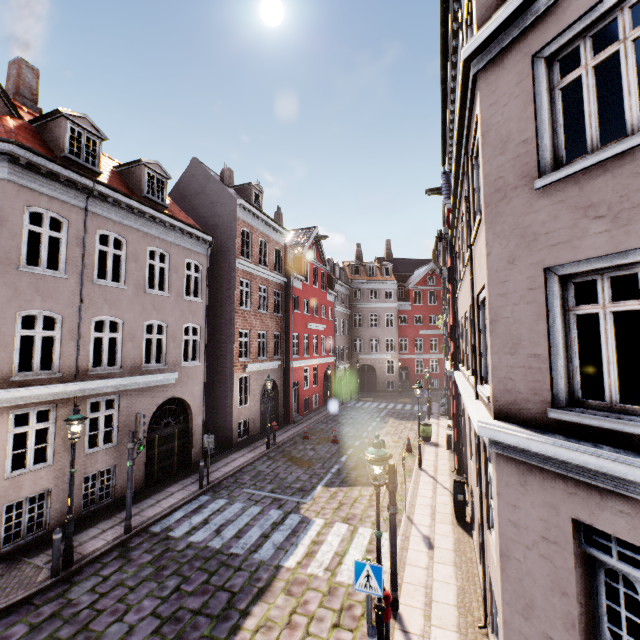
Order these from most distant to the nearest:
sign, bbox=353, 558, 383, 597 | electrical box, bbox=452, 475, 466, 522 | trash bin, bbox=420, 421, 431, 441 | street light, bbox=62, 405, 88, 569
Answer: trash bin, bbox=420, 421, 431, 441, electrical box, bbox=452, 475, 466, 522, street light, bbox=62, 405, 88, 569, sign, bbox=353, 558, 383, 597

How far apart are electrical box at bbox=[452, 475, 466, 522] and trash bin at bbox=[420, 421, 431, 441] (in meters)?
8.26

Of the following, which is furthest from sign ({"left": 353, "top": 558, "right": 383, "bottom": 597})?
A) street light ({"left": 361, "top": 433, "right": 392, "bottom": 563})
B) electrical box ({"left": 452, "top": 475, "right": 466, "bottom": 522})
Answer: electrical box ({"left": 452, "top": 475, "right": 466, "bottom": 522})

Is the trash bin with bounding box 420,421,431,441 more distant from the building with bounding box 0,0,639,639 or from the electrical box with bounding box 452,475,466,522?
the electrical box with bounding box 452,475,466,522

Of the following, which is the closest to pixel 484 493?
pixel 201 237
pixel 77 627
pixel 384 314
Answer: pixel 77 627

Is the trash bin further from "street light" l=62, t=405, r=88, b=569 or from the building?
"street light" l=62, t=405, r=88, b=569

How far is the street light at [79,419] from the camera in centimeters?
805cm

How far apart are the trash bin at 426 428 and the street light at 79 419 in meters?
16.0 m
